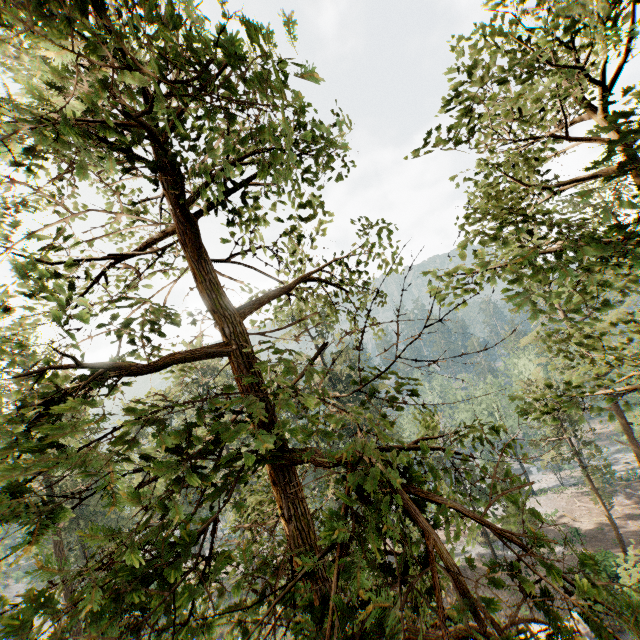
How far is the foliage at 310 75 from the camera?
2.5 meters

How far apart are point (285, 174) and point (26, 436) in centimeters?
482cm

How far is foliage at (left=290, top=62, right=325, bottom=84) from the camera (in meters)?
2.51
